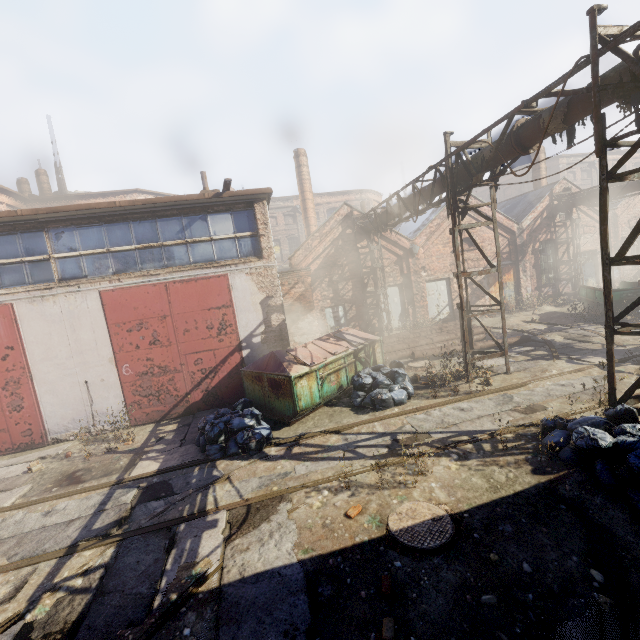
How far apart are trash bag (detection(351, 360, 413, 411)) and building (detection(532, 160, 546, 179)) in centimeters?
1953cm

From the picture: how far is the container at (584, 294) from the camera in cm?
1481

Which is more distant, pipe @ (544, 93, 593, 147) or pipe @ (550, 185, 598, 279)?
pipe @ (550, 185, 598, 279)

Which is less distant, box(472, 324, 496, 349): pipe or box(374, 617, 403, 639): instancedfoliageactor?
box(374, 617, 403, 639): instancedfoliageactor

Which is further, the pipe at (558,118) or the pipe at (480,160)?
the pipe at (480,160)

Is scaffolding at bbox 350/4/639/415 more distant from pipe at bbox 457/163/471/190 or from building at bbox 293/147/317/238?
building at bbox 293/147/317/238

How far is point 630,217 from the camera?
20.66m

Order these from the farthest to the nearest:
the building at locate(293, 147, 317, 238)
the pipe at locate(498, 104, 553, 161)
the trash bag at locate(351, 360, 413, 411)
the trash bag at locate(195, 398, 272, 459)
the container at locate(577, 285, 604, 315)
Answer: the building at locate(293, 147, 317, 238) < the container at locate(577, 285, 604, 315) < the trash bag at locate(351, 360, 413, 411) < the trash bag at locate(195, 398, 272, 459) < the pipe at locate(498, 104, 553, 161)
